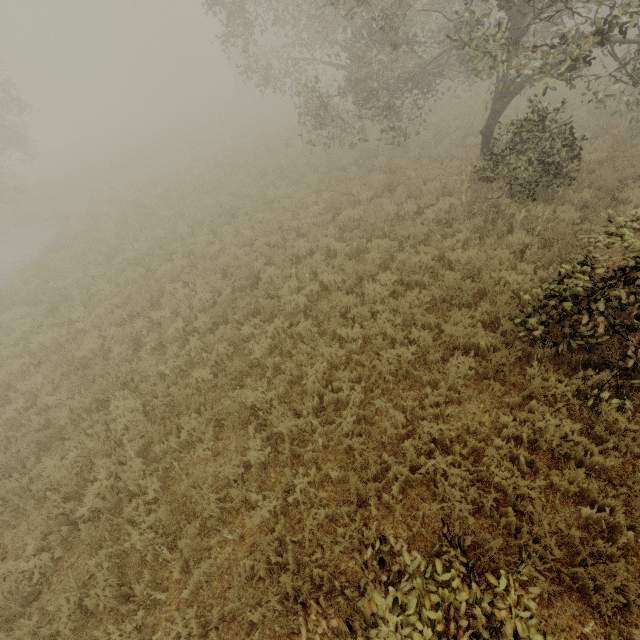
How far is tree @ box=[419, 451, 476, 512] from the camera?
4.2m

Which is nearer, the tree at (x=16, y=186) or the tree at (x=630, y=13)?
the tree at (x=630, y=13)

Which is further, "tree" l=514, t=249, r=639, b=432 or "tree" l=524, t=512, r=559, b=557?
"tree" l=514, t=249, r=639, b=432

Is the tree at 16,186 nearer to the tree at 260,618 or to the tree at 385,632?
the tree at 260,618

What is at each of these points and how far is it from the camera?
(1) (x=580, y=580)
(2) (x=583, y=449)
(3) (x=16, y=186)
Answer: (1) tree, 3.56m
(2) tree, 4.40m
(3) tree, 20.44m

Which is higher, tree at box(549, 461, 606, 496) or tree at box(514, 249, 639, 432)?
tree at box(514, 249, 639, 432)

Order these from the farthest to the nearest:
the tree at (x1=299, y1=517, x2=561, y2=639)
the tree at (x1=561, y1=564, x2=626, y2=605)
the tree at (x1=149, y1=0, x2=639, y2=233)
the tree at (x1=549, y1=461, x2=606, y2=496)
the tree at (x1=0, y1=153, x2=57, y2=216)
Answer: the tree at (x1=0, y1=153, x2=57, y2=216) → the tree at (x1=149, y1=0, x2=639, y2=233) → the tree at (x1=549, y1=461, x2=606, y2=496) → the tree at (x1=561, y1=564, x2=626, y2=605) → the tree at (x1=299, y1=517, x2=561, y2=639)
